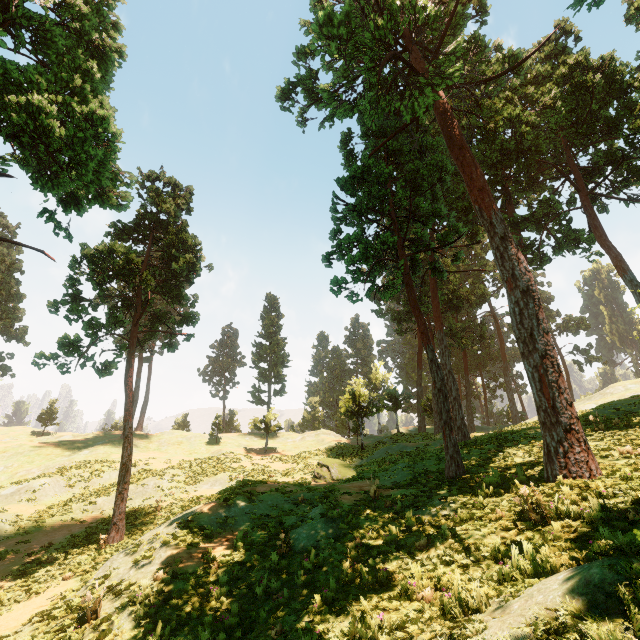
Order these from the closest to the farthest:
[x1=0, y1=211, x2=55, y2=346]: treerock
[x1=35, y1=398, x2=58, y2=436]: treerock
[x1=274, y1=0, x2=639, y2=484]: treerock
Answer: [x1=274, y1=0, x2=639, y2=484]: treerock < [x1=0, y1=211, x2=55, y2=346]: treerock < [x1=35, y1=398, x2=58, y2=436]: treerock

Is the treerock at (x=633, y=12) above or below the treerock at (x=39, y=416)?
above

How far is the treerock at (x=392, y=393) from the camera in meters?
34.1

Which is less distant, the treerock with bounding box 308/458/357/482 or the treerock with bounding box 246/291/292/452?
the treerock with bounding box 308/458/357/482

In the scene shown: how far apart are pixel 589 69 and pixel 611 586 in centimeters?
3343cm

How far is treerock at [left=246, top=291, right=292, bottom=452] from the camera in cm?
4059
